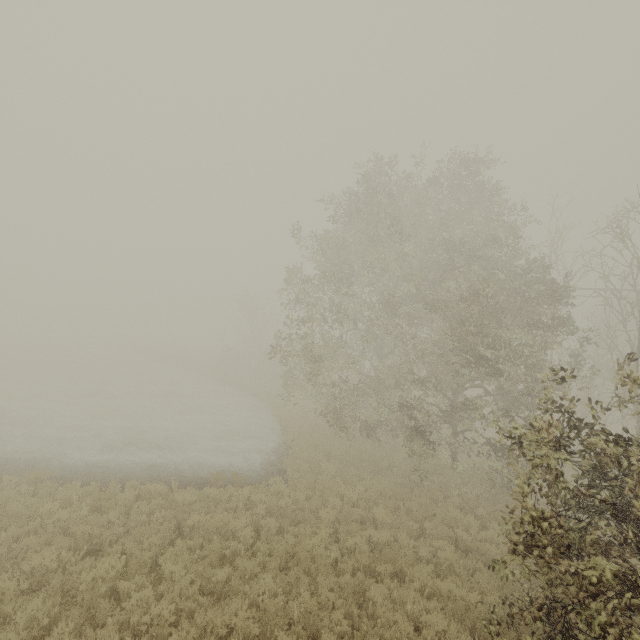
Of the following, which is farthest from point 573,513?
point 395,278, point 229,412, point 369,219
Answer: point 229,412
